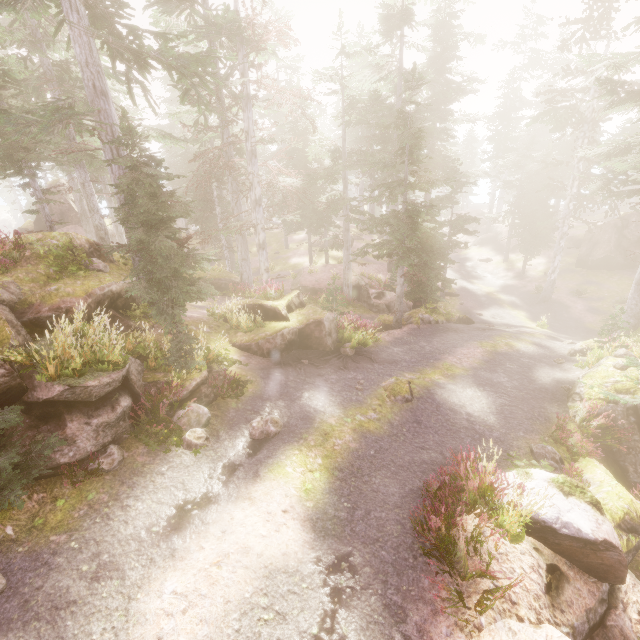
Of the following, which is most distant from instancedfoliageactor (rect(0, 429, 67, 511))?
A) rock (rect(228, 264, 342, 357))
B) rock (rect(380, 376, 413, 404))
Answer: rock (rect(380, 376, 413, 404))

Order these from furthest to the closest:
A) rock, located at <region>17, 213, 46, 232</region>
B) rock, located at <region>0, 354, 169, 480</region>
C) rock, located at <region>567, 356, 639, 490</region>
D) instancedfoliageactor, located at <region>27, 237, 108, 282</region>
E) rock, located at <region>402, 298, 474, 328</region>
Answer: rock, located at <region>17, 213, 46, 232</region> < rock, located at <region>402, 298, 474, 328</region> < rock, located at <region>567, 356, 639, 490</region> < instancedfoliageactor, located at <region>27, 237, 108, 282</region> < rock, located at <region>0, 354, 169, 480</region>

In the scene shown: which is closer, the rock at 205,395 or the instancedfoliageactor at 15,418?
the instancedfoliageactor at 15,418

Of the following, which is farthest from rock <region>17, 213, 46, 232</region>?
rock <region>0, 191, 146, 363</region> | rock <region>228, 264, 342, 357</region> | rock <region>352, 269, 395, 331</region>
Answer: rock <region>228, 264, 342, 357</region>

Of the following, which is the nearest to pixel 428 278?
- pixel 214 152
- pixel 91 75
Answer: pixel 91 75

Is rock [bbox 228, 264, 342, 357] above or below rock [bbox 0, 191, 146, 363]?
below

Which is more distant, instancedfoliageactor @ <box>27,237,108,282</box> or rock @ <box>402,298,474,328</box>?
rock @ <box>402,298,474,328</box>

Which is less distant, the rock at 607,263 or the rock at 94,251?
the rock at 94,251
